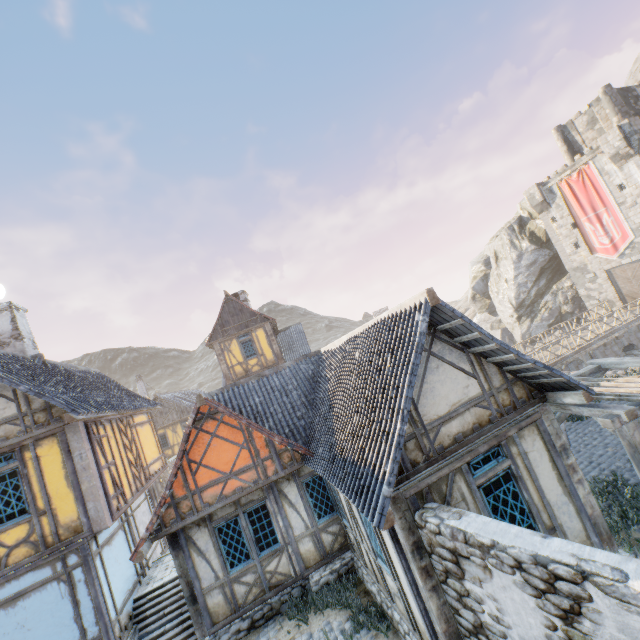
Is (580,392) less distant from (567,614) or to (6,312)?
(567,614)

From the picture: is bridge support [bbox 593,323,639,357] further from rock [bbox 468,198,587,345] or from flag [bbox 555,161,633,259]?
flag [bbox 555,161,633,259]

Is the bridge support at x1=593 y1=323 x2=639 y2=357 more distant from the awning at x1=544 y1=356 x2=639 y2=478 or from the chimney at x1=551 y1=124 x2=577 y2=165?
the chimney at x1=551 y1=124 x2=577 y2=165

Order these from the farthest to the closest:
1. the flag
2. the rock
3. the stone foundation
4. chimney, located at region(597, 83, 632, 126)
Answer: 1. the rock
2. chimney, located at region(597, 83, 632, 126)
3. the flag
4. the stone foundation

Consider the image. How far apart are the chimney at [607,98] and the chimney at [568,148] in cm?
319

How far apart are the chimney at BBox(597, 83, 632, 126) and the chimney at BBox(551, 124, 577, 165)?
3.2 meters

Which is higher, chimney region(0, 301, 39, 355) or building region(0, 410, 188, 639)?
chimney region(0, 301, 39, 355)

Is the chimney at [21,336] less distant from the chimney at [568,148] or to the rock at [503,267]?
the rock at [503,267]
